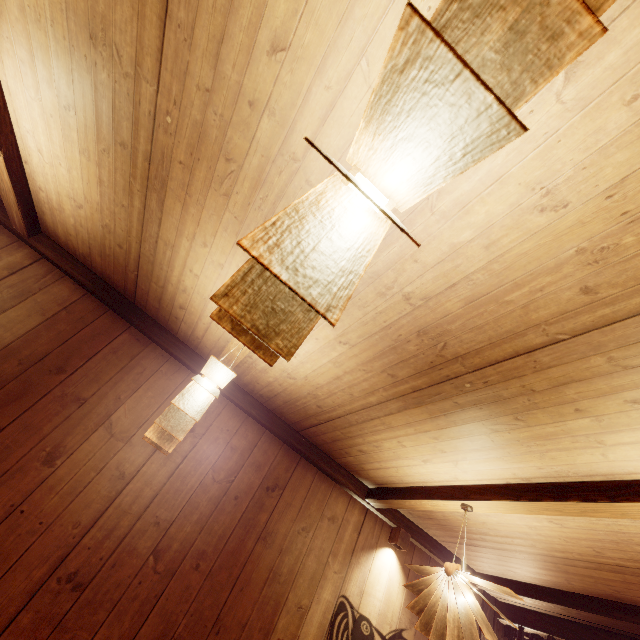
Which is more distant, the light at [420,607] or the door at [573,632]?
the door at [573,632]

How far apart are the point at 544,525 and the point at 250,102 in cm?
564

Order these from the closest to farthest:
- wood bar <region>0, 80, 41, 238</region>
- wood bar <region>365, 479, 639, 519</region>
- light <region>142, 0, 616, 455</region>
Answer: light <region>142, 0, 616, 455</region>
wood bar <region>365, 479, 639, 519</region>
wood bar <region>0, 80, 41, 238</region>

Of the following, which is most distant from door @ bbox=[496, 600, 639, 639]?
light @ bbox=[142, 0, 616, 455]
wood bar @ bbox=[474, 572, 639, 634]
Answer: light @ bbox=[142, 0, 616, 455]

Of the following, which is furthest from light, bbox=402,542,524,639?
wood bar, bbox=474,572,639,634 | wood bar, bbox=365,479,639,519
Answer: wood bar, bbox=474,572,639,634

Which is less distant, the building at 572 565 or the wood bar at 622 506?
the wood bar at 622 506

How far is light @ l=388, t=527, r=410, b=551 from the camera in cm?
566

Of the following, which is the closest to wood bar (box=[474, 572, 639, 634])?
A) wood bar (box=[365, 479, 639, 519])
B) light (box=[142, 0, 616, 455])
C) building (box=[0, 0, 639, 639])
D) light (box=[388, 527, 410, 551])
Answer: building (box=[0, 0, 639, 639])
